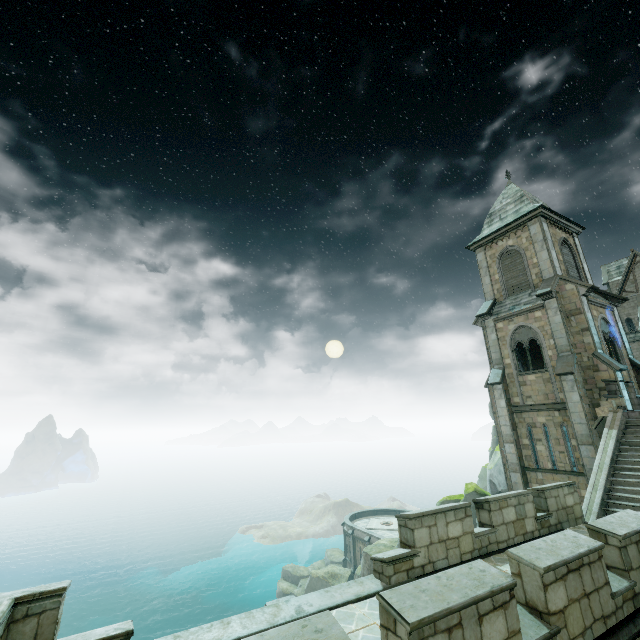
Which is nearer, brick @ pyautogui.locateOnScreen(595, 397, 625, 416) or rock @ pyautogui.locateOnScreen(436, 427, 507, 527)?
brick @ pyautogui.locateOnScreen(595, 397, 625, 416)

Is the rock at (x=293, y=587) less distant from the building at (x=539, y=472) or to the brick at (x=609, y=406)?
the building at (x=539, y=472)

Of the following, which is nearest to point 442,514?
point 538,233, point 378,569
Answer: point 378,569

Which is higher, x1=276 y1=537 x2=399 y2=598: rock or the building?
the building

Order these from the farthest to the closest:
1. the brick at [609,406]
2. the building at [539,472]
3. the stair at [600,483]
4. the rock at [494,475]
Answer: the rock at [494,475]
the building at [539,472]
the brick at [609,406]
the stair at [600,483]

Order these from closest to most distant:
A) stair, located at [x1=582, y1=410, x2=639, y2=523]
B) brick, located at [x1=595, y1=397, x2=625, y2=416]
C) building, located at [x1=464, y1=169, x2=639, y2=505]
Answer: stair, located at [x1=582, y1=410, x2=639, y2=523]
brick, located at [x1=595, y1=397, x2=625, y2=416]
building, located at [x1=464, y1=169, x2=639, y2=505]

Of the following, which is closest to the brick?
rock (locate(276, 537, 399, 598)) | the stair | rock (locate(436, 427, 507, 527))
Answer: the stair

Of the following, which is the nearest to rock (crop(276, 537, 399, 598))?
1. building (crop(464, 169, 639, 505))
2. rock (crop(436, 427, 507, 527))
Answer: rock (crop(436, 427, 507, 527))
